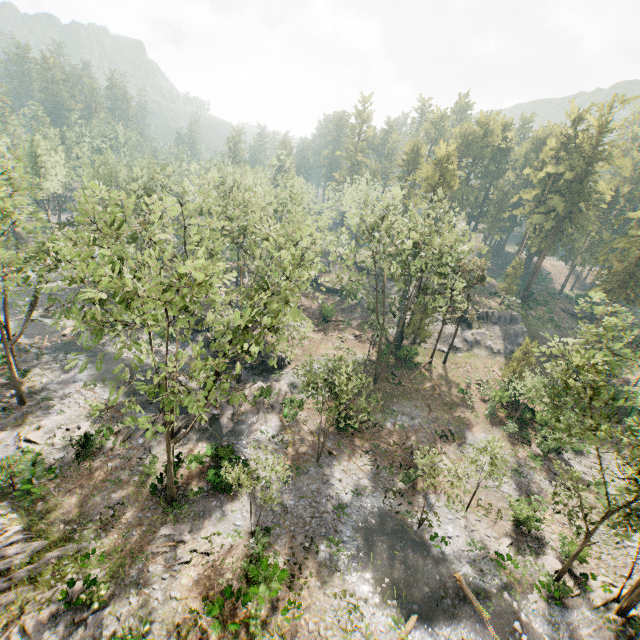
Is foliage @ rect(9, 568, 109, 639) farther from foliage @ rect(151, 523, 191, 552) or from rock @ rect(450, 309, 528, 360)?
foliage @ rect(151, 523, 191, 552)

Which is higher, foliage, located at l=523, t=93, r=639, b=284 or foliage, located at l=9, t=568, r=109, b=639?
foliage, located at l=523, t=93, r=639, b=284

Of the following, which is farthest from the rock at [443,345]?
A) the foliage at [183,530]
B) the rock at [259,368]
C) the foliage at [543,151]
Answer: the foliage at [183,530]

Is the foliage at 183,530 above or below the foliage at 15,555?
below

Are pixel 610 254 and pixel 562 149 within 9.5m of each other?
no

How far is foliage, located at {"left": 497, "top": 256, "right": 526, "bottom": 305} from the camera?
52.81m

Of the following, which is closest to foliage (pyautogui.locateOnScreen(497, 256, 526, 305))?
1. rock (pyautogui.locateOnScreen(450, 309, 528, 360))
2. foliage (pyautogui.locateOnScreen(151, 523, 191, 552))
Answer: rock (pyautogui.locateOnScreen(450, 309, 528, 360))
